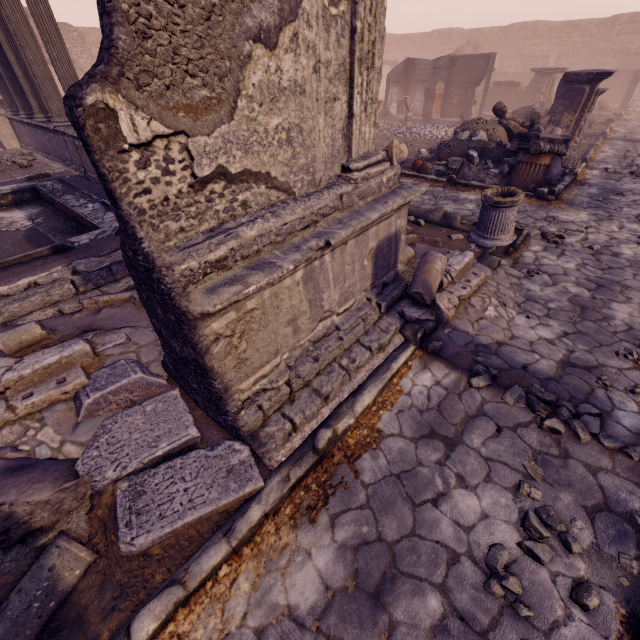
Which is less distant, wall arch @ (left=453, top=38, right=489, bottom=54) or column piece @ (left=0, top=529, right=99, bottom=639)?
column piece @ (left=0, top=529, right=99, bottom=639)

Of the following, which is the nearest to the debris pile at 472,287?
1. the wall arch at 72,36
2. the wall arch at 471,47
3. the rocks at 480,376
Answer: the rocks at 480,376

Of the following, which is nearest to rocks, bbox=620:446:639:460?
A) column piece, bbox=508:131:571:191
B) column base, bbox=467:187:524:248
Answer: column base, bbox=467:187:524:248

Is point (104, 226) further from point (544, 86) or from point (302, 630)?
point (544, 86)

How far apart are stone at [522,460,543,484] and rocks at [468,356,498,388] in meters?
0.8 m

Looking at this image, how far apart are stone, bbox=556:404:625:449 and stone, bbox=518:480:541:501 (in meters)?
0.56

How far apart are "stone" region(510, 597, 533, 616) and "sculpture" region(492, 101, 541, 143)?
11.09m

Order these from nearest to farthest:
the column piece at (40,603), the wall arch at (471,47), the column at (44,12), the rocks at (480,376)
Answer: the column piece at (40,603) → the rocks at (480,376) → the column at (44,12) → the wall arch at (471,47)
